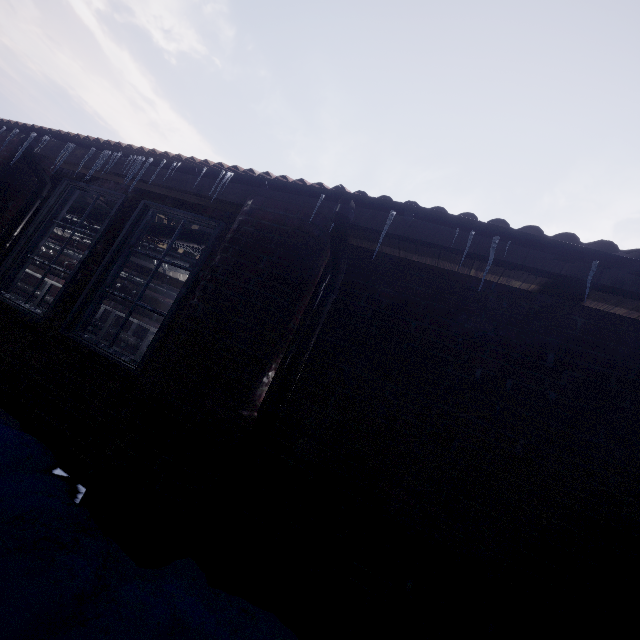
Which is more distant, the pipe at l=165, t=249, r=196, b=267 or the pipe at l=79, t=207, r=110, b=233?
the pipe at l=165, t=249, r=196, b=267

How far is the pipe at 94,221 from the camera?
4.0m

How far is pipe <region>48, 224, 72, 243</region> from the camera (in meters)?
5.90

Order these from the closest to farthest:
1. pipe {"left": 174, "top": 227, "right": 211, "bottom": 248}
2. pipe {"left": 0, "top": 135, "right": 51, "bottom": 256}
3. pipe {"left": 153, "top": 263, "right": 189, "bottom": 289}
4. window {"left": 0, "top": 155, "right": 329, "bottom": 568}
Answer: window {"left": 0, "top": 155, "right": 329, "bottom": 568} → pipe {"left": 0, "top": 135, "right": 51, "bottom": 256} → pipe {"left": 174, "top": 227, "right": 211, "bottom": 248} → pipe {"left": 153, "top": 263, "right": 189, "bottom": 289}

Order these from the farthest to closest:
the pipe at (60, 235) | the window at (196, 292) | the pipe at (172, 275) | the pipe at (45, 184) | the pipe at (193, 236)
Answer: the pipe at (60, 235), the pipe at (172, 275), the pipe at (193, 236), the pipe at (45, 184), the window at (196, 292)

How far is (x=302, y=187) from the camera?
1.98m
